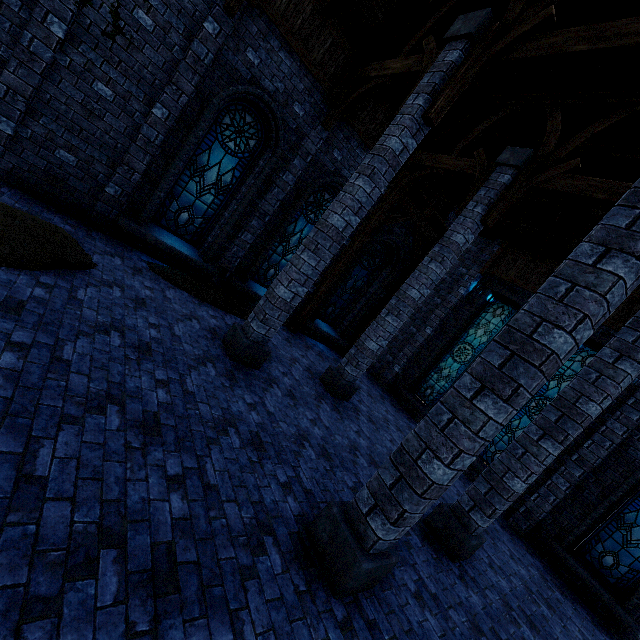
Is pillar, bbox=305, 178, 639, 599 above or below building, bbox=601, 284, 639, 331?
below

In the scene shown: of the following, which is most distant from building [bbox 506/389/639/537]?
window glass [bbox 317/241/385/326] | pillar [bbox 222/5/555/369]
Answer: window glass [bbox 317/241/385/326]

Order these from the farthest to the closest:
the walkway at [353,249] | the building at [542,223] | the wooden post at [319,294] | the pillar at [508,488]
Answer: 1. the wooden post at [319,294]
2. the walkway at [353,249]
3. the building at [542,223]
4. the pillar at [508,488]

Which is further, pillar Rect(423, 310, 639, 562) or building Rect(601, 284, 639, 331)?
building Rect(601, 284, 639, 331)

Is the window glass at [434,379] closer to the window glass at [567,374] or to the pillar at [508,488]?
the window glass at [567,374]

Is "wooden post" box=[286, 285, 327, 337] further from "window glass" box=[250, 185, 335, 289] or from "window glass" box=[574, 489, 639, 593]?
"window glass" box=[574, 489, 639, 593]

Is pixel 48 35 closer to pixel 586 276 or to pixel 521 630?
pixel 586 276

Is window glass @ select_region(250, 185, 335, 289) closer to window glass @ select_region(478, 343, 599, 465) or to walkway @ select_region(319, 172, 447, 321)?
walkway @ select_region(319, 172, 447, 321)
